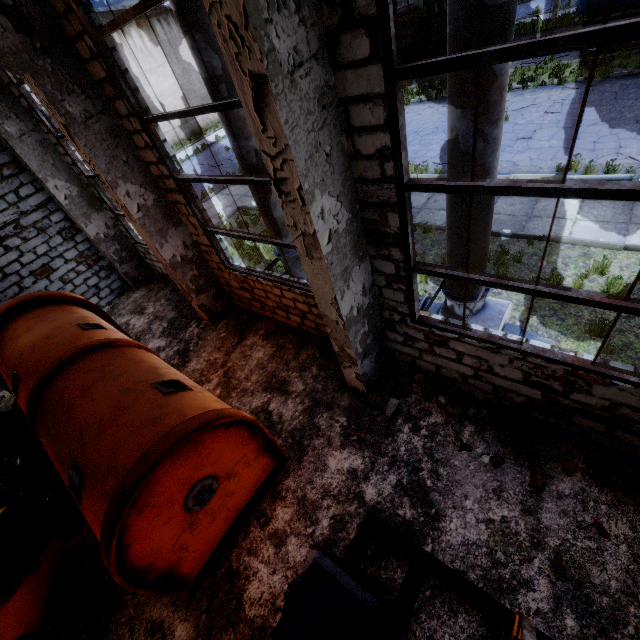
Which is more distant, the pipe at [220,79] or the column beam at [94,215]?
the column beam at [94,215]

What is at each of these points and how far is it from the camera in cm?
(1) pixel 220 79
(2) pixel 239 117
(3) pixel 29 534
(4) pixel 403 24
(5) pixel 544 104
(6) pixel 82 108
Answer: (1) pipe, 504
(2) pipe, 542
(3) forklift, 475
(4) log pile, 2034
(5) asphalt debris, 1309
(6) column beam, 511

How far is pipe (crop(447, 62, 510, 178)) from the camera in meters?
3.1

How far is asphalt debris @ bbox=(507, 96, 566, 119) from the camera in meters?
12.7

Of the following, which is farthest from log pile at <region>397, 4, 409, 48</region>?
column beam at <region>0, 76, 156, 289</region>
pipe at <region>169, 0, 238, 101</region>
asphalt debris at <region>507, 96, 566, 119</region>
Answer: pipe at <region>169, 0, 238, 101</region>

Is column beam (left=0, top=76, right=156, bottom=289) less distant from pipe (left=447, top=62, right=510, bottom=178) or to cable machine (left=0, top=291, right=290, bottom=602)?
cable machine (left=0, top=291, right=290, bottom=602)

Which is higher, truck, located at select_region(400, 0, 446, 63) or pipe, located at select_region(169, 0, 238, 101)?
pipe, located at select_region(169, 0, 238, 101)

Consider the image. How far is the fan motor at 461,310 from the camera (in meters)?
5.24
